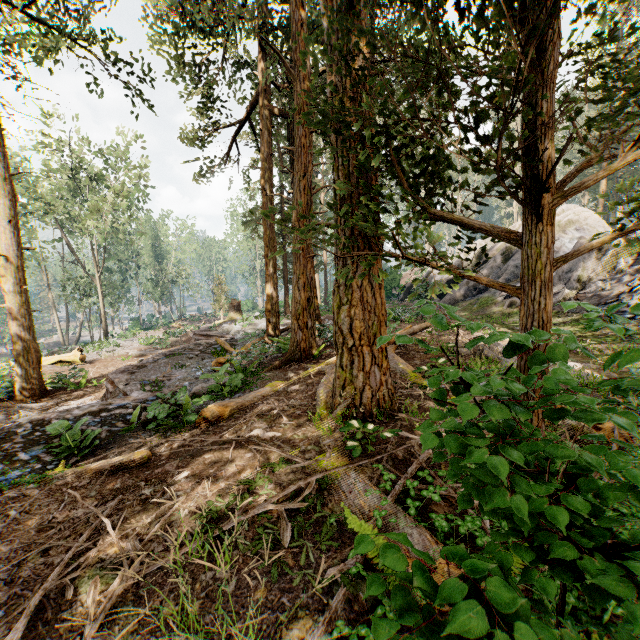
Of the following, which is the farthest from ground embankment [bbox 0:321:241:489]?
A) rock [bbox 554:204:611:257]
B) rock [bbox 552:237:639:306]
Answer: rock [bbox 554:204:611:257]

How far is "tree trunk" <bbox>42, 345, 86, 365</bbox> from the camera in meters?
18.6 m

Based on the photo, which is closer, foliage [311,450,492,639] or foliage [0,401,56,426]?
foliage [311,450,492,639]

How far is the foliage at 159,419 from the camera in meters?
5.8 m

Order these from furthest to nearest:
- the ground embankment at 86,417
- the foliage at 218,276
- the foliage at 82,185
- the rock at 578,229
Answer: the foliage at 218,276 < the rock at 578,229 < the foliage at 82,185 < the ground embankment at 86,417

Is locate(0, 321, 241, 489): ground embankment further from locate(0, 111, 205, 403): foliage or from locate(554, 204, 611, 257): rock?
locate(554, 204, 611, 257): rock

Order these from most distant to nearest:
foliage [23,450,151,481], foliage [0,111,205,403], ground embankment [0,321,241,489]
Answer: foliage [0,111,205,403], ground embankment [0,321,241,489], foliage [23,450,151,481]

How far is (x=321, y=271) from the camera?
28.28m
